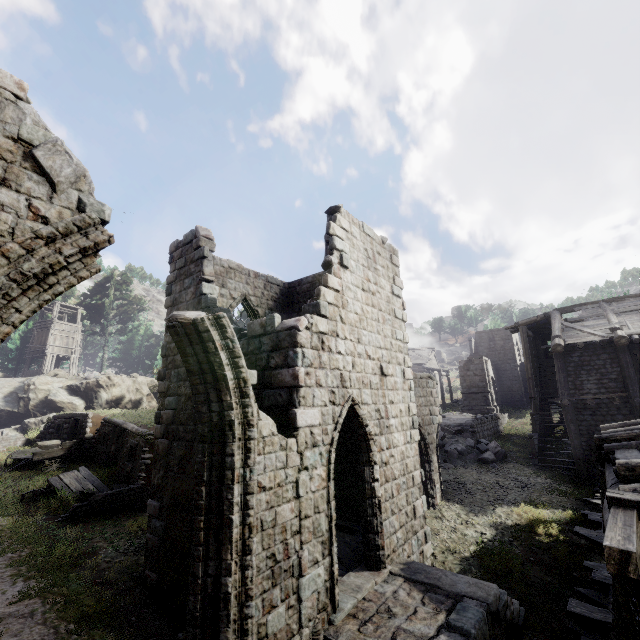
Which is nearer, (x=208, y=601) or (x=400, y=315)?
(x=208, y=601)

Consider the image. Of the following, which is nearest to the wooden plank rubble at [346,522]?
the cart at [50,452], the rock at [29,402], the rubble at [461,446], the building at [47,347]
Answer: the rubble at [461,446]

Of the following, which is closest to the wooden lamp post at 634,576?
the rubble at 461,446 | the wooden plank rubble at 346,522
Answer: the wooden plank rubble at 346,522

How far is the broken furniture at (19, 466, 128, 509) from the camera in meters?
13.3

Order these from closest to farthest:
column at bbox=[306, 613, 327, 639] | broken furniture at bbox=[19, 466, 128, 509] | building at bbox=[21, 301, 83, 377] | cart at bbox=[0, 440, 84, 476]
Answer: column at bbox=[306, 613, 327, 639] → broken furniture at bbox=[19, 466, 128, 509] → cart at bbox=[0, 440, 84, 476] → building at bbox=[21, 301, 83, 377]

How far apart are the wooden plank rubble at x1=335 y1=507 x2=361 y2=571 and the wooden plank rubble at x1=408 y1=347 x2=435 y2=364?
38.03m

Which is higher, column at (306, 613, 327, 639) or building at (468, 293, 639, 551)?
building at (468, 293, 639, 551)

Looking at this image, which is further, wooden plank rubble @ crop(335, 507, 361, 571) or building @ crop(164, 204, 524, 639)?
wooden plank rubble @ crop(335, 507, 361, 571)
